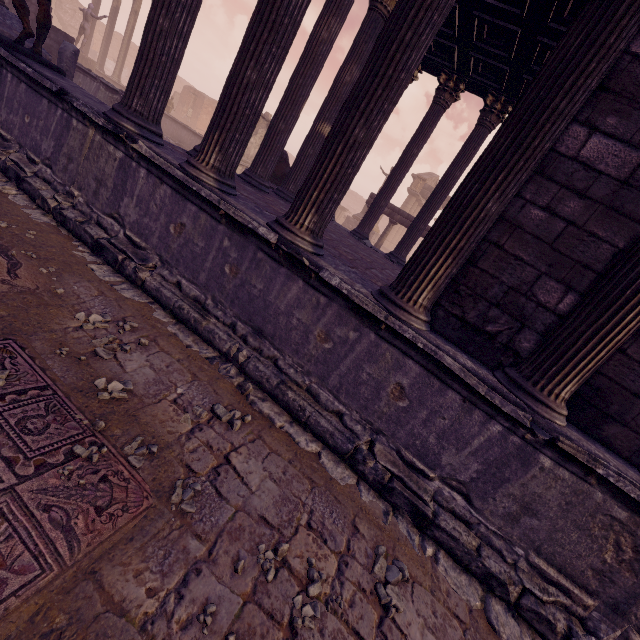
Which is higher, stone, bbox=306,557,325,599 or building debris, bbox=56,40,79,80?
building debris, bbox=56,40,79,80

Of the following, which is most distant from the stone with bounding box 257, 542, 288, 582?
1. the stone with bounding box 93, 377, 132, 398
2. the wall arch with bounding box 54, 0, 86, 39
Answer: the wall arch with bounding box 54, 0, 86, 39

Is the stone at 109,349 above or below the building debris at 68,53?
below

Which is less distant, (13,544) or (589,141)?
(13,544)

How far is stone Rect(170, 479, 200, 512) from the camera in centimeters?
206cm

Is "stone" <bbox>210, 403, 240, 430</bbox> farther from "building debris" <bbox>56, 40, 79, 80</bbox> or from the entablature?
the entablature

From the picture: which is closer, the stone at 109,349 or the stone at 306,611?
the stone at 306,611

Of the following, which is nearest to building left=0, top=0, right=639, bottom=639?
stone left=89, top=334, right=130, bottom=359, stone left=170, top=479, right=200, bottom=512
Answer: stone left=89, top=334, right=130, bottom=359
